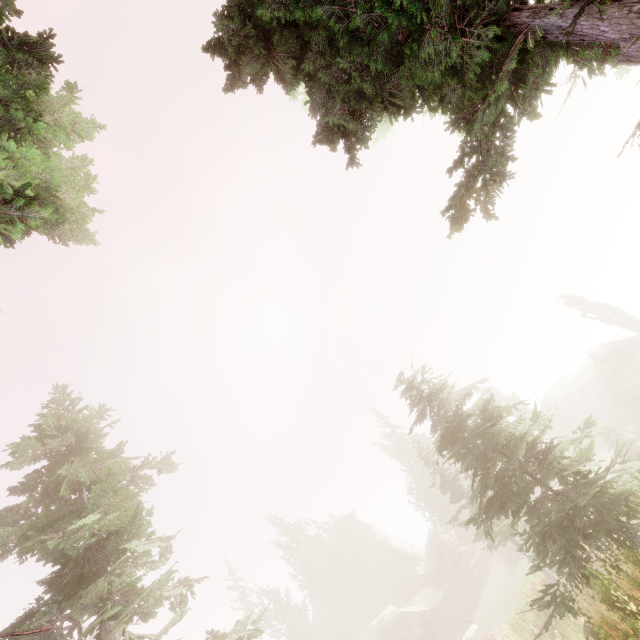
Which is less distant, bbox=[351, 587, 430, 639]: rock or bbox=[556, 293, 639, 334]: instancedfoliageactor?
bbox=[351, 587, 430, 639]: rock

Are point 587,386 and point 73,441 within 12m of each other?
no

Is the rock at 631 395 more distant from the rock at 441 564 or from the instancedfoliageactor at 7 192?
the rock at 441 564

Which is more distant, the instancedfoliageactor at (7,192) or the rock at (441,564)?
the rock at (441,564)

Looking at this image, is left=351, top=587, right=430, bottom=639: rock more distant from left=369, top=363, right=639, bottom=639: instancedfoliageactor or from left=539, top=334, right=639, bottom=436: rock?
left=539, top=334, right=639, bottom=436: rock

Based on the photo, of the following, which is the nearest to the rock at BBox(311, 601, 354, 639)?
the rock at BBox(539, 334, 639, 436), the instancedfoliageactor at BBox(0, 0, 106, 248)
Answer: the instancedfoliageactor at BBox(0, 0, 106, 248)

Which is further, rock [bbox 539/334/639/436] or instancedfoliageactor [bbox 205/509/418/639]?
instancedfoliageactor [bbox 205/509/418/639]
